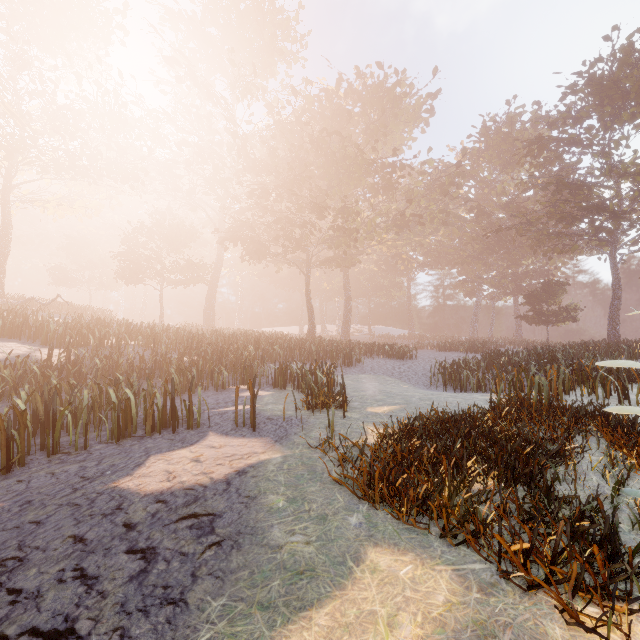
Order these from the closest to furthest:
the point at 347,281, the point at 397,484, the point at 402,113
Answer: the point at 397,484, the point at 402,113, the point at 347,281
